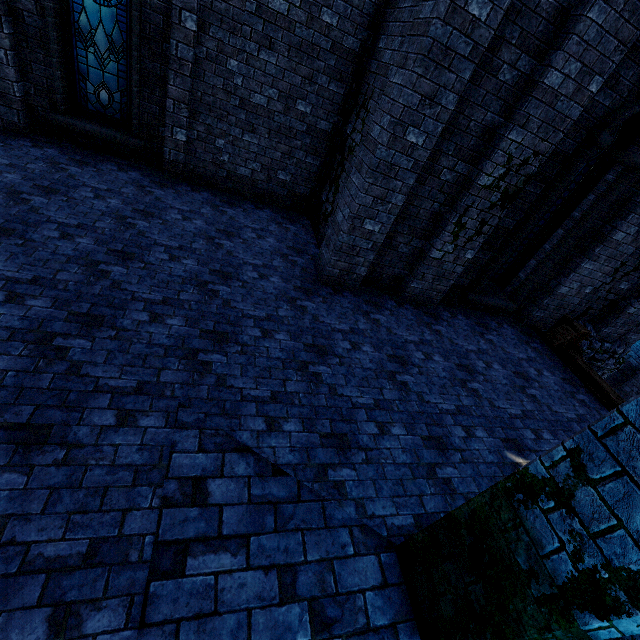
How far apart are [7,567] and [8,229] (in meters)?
4.39

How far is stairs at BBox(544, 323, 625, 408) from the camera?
6.89m

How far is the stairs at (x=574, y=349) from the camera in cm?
689

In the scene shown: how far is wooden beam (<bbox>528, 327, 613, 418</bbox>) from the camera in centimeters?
671cm

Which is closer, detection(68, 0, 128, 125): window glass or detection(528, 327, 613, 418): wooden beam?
detection(68, 0, 128, 125): window glass

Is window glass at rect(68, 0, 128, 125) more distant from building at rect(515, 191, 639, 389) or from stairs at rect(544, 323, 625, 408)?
stairs at rect(544, 323, 625, 408)

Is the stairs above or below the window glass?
below

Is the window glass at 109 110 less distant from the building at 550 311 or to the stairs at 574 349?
the building at 550 311
